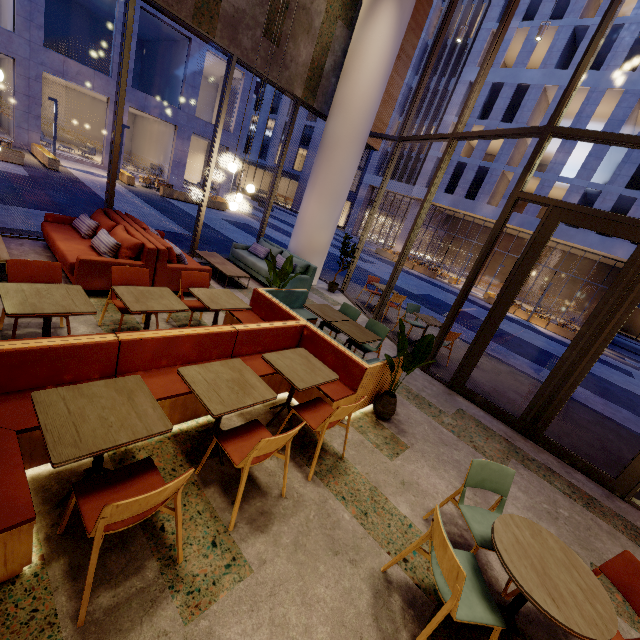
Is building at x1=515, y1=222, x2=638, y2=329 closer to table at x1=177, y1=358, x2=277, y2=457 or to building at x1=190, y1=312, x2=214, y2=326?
building at x1=190, y1=312, x2=214, y2=326

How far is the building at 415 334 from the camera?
7.7 meters

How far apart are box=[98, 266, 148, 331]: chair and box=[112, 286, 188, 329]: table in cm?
30

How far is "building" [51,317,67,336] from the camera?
3.8 meters

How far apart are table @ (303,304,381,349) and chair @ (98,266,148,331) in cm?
221

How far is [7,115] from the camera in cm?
1806

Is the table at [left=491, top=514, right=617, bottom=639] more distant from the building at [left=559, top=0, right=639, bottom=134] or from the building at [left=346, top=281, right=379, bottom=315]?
the building at [left=559, top=0, right=639, bottom=134]

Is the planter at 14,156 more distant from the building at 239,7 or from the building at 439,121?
the building at 439,121
